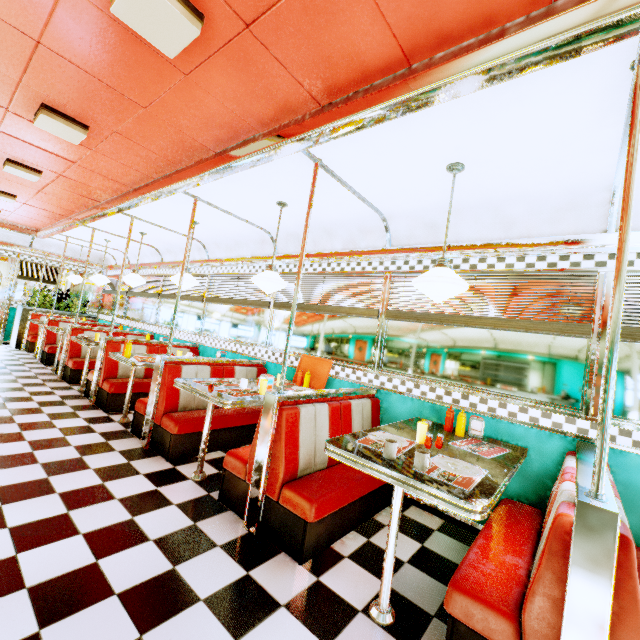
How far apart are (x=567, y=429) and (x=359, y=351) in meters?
2.2

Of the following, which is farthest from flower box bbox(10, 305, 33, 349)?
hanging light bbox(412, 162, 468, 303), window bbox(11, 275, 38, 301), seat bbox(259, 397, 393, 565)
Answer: hanging light bbox(412, 162, 468, 303)

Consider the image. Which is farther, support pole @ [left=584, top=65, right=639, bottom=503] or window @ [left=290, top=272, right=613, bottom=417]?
window @ [left=290, top=272, right=613, bottom=417]

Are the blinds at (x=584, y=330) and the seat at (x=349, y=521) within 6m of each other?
yes

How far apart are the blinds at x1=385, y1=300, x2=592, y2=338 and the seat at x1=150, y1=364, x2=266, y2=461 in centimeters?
216cm

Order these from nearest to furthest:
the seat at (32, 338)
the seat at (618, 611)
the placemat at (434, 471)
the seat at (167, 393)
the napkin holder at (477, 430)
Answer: the seat at (618, 611) → the placemat at (434, 471) → the napkin holder at (477, 430) → the seat at (167, 393) → the seat at (32, 338)

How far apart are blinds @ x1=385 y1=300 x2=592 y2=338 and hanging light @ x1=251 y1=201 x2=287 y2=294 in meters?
1.2 m

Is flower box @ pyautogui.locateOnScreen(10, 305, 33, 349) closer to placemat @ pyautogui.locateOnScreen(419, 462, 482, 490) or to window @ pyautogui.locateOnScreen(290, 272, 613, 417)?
window @ pyautogui.locateOnScreen(290, 272, 613, 417)
